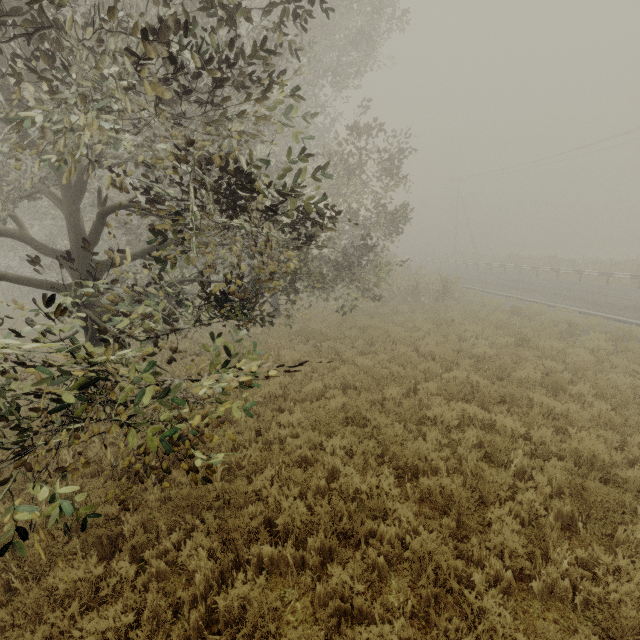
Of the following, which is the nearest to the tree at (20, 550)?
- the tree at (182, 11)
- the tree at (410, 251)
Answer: the tree at (182, 11)

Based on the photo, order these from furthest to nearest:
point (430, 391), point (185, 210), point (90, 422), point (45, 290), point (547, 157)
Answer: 1. point (547, 157)
2. point (45, 290)
3. point (430, 391)
4. point (185, 210)
5. point (90, 422)

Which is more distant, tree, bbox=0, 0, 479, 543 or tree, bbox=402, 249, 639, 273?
tree, bbox=402, 249, 639, 273

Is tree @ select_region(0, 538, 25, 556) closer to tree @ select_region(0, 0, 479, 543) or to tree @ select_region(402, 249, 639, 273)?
tree @ select_region(0, 0, 479, 543)

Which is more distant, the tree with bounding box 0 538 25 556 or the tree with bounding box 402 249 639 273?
the tree with bounding box 402 249 639 273

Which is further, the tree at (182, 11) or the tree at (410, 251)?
the tree at (410, 251)
